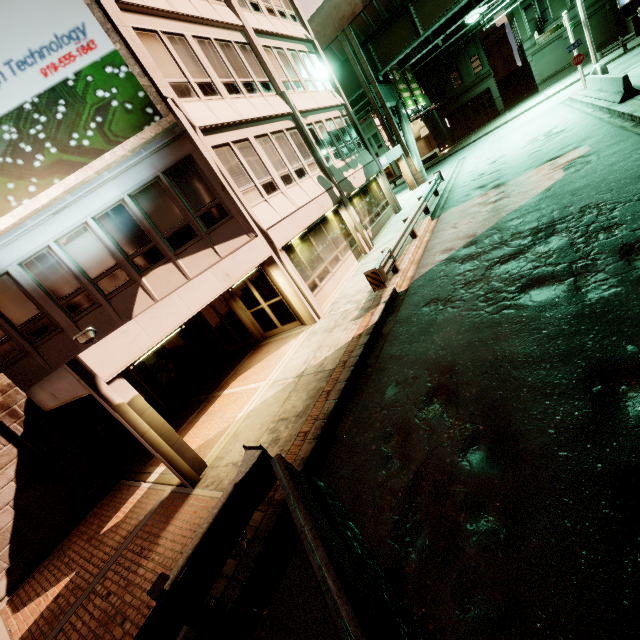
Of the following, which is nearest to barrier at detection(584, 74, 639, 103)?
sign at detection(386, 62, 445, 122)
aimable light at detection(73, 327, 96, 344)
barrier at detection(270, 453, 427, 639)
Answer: sign at detection(386, 62, 445, 122)

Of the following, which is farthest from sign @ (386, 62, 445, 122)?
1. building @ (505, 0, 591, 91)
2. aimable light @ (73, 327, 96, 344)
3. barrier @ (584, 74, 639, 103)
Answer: aimable light @ (73, 327, 96, 344)

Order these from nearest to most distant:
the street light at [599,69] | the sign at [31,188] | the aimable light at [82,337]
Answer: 1. the aimable light at [82,337]
2. the sign at [31,188]
3. the street light at [599,69]

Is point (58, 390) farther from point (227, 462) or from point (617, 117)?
point (617, 117)

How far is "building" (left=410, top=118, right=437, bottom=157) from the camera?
52.69m

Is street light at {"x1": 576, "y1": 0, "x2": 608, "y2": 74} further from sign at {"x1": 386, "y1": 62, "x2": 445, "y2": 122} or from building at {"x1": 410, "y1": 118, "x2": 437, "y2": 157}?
building at {"x1": 410, "y1": 118, "x2": 437, "y2": 157}

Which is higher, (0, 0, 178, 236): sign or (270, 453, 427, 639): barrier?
(0, 0, 178, 236): sign

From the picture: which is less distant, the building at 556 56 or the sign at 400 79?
the sign at 400 79
